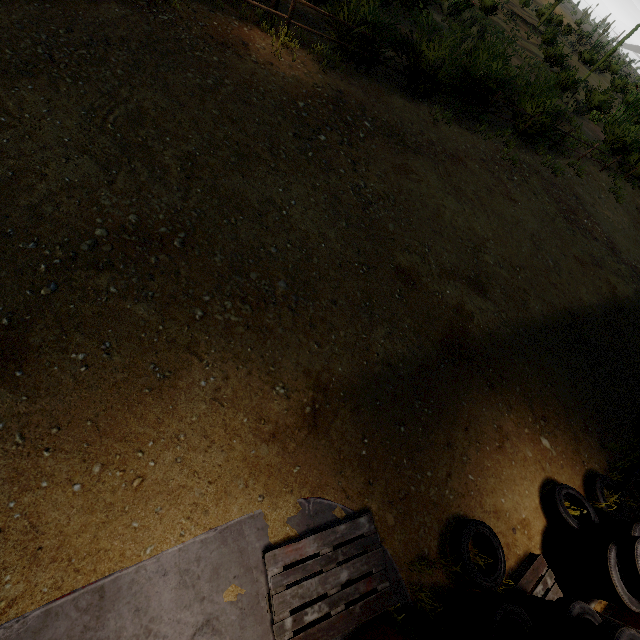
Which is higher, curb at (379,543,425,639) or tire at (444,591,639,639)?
tire at (444,591,639,639)

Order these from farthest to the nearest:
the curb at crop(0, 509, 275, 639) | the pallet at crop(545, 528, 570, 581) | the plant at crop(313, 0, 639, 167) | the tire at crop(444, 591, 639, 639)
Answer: the plant at crop(313, 0, 639, 167) → the pallet at crop(545, 528, 570, 581) → the tire at crop(444, 591, 639, 639) → the curb at crop(0, 509, 275, 639)

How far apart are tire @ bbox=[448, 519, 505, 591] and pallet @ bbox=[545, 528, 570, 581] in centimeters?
80cm

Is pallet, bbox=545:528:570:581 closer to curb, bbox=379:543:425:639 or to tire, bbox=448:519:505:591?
tire, bbox=448:519:505:591

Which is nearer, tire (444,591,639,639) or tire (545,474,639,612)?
tire (444,591,639,639)

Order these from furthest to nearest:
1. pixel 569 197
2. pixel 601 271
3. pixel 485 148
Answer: pixel 569 197
pixel 485 148
pixel 601 271

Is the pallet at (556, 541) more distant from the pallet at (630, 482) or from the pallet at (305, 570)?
the pallet at (305, 570)

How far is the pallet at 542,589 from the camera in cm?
379
